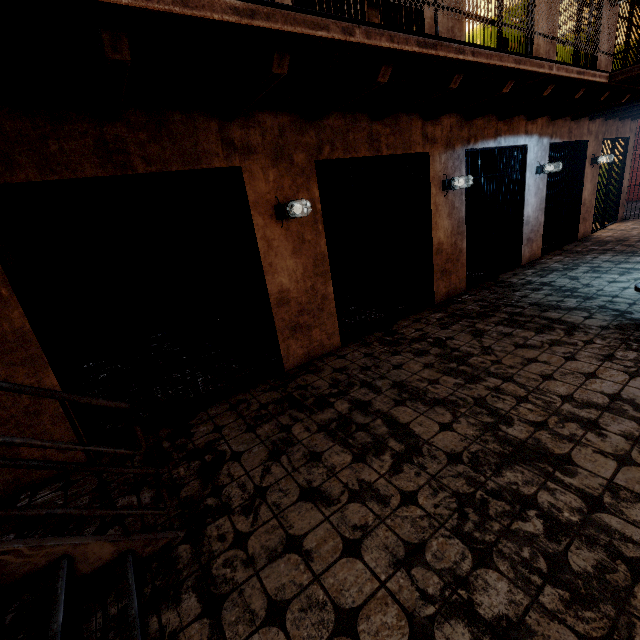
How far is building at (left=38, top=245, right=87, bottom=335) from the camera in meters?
5.3 m

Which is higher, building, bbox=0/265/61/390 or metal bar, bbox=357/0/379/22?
metal bar, bbox=357/0/379/22

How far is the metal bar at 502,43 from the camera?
5.18m

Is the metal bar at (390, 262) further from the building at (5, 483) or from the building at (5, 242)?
the building at (5, 242)

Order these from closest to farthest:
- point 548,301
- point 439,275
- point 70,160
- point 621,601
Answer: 1. point 621,601
2. point 70,160
3. point 548,301
4. point 439,275

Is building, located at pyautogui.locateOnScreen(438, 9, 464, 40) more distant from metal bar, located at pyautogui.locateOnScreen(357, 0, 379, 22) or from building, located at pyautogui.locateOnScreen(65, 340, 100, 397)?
building, located at pyautogui.locateOnScreen(65, 340, 100, 397)

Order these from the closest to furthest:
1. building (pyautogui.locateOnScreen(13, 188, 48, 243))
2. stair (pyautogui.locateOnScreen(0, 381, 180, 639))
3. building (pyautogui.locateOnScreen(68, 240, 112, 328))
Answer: stair (pyautogui.locateOnScreen(0, 381, 180, 639)) < building (pyautogui.locateOnScreen(13, 188, 48, 243)) < building (pyautogui.locateOnScreen(68, 240, 112, 328))
